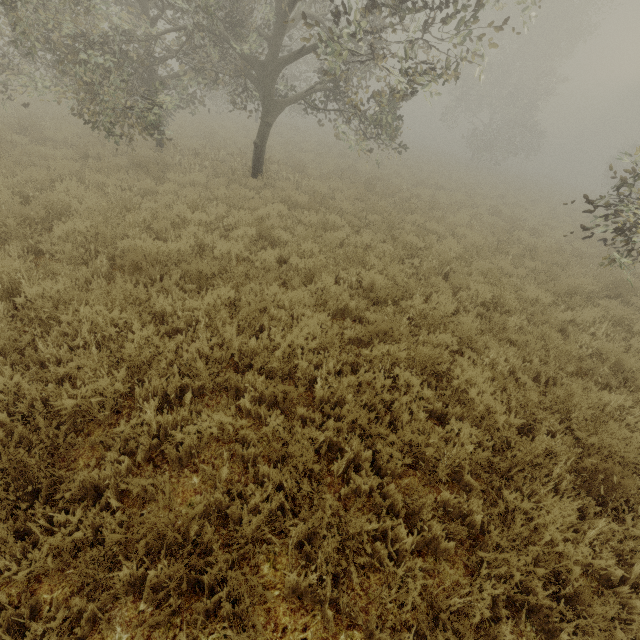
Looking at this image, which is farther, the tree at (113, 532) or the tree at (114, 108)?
the tree at (114, 108)

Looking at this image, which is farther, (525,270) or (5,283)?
(525,270)

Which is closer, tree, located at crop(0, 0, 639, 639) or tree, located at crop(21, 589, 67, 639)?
tree, located at crop(21, 589, 67, 639)

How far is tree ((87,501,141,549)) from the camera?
2.2 meters

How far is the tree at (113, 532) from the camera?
2.2 meters
